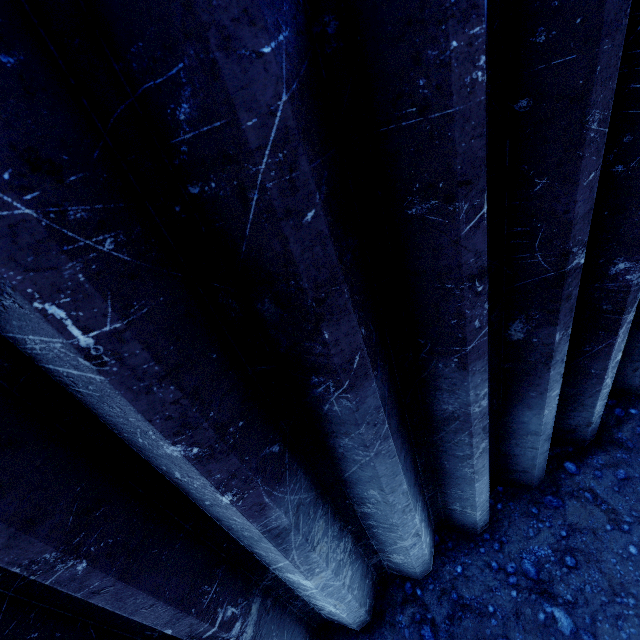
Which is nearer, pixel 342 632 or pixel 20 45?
pixel 20 45
